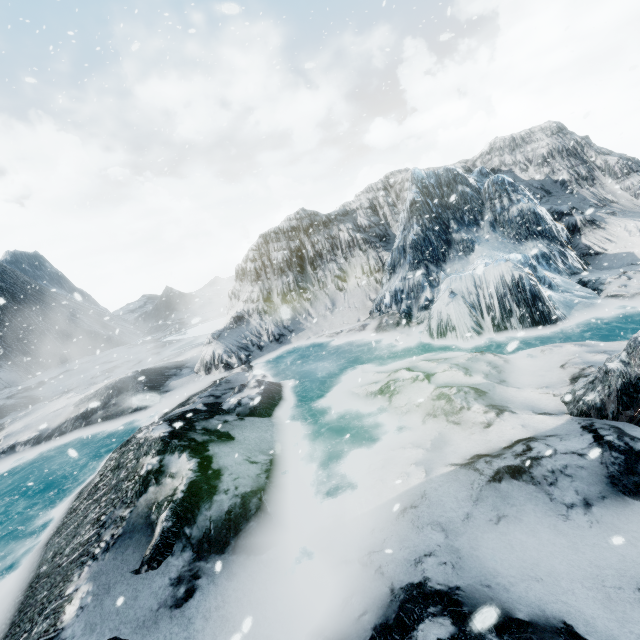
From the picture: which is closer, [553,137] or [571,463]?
[571,463]
